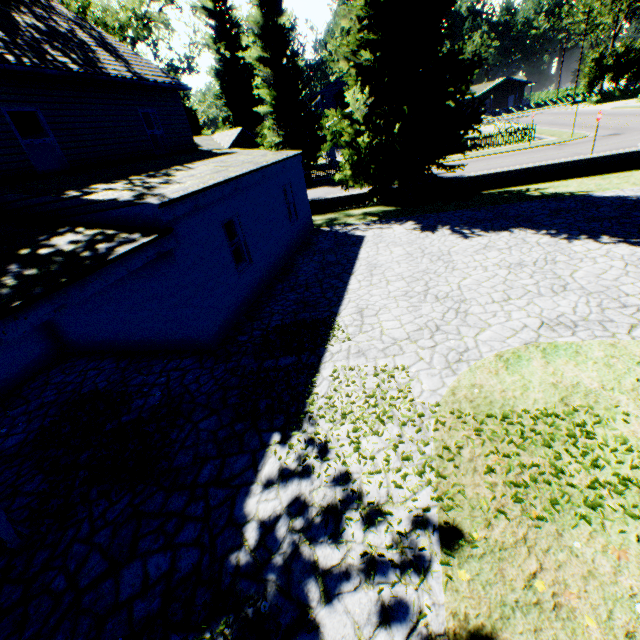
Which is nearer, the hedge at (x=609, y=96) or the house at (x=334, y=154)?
the house at (x=334, y=154)

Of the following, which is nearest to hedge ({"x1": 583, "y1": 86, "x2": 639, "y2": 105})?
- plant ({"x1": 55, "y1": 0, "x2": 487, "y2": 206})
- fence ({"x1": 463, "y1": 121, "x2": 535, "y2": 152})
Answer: plant ({"x1": 55, "y1": 0, "x2": 487, "y2": 206})

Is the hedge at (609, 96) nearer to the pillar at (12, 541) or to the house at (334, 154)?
the house at (334, 154)

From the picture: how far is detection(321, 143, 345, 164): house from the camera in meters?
34.8 m

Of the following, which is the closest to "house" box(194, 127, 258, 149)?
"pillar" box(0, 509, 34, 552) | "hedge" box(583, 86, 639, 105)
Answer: "hedge" box(583, 86, 639, 105)

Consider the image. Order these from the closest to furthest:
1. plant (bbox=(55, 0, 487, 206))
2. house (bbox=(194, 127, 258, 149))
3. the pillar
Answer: the pillar, plant (bbox=(55, 0, 487, 206)), house (bbox=(194, 127, 258, 149))

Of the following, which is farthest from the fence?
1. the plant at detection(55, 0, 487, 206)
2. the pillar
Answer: the pillar

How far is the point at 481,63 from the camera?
13.3 meters
